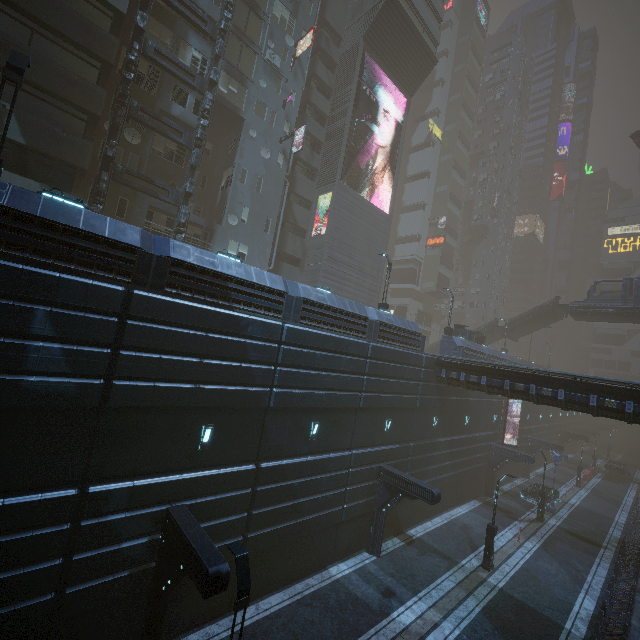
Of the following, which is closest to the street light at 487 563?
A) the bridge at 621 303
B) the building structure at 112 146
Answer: the building structure at 112 146

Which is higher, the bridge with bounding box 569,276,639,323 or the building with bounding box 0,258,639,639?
the bridge with bounding box 569,276,639,323

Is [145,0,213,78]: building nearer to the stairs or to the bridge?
the stairs

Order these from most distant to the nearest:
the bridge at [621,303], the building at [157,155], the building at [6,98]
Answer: the bridge at [621,303] → the building at [157,155] → the building at [6,98]

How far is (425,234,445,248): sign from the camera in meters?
55.8

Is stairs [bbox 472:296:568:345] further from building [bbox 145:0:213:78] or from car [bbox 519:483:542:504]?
car [bbox 519:483:542:504]

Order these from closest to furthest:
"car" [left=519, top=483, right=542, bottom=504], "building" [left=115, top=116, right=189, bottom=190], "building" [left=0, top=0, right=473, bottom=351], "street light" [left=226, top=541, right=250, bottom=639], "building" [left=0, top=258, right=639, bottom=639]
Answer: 1. "street light" [left=226, top=541, right=250, bottom=639]
2. "building" [left=0, top=258, right=639, bottom=639]
3. "building" [left=0, top=0, right=473, bottom=351]
4. "building" [left=115, top=116, right=189, bottom=190]
5. "car" [left=519, top=483, right=542, bottom=504]

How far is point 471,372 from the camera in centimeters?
2125cm
